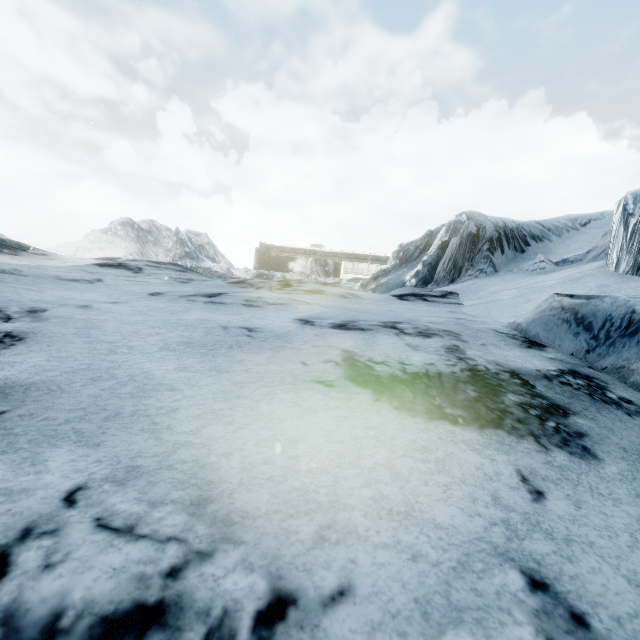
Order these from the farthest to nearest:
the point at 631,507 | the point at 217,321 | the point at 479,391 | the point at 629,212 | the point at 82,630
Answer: the point at 629,212 < the point at 217,321 < the point at 479,391 < the point at 631,507 < the point at 82,630
